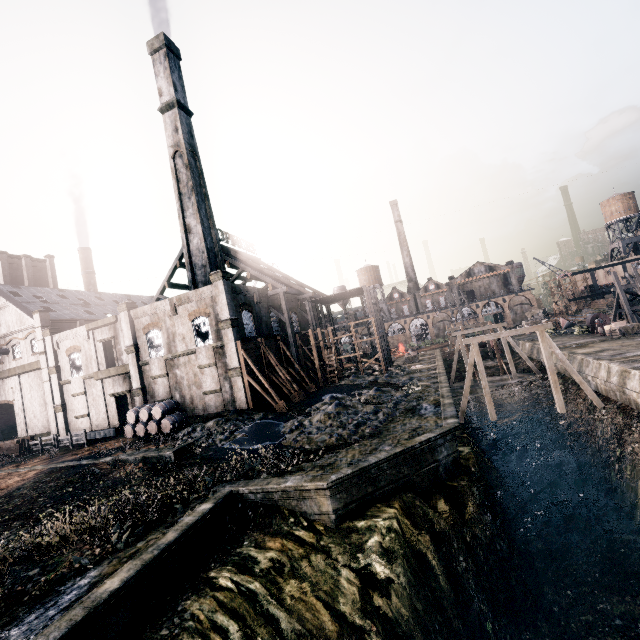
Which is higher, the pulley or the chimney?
the chimney

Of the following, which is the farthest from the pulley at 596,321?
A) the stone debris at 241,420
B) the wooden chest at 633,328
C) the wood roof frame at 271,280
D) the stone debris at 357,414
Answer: the stone debris at 241,420

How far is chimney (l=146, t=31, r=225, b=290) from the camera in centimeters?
3559cm

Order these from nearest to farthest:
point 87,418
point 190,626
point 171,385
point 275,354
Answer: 1. point 190,626
2. point 171,385
3. point 275,354
4. point 87,418

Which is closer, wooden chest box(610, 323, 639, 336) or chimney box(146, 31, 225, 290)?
wooden chest box(610, 323, 639, 336)

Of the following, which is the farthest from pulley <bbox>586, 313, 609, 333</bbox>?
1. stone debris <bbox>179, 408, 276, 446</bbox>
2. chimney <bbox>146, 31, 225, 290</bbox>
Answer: chimney <bbox>146, 31, 225, 290</bbox>

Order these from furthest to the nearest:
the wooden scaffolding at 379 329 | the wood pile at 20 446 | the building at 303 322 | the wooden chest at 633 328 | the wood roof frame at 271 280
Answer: the building at 303 322
the wooden scaffolding at 379 329
the wood roof frame at 271 280
the wood pile at 20 446
the wooden chest at 633 328

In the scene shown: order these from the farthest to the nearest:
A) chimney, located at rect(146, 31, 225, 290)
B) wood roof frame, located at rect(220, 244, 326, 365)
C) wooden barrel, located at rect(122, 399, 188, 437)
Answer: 1. wood roof frame, located at rect(220, 244, 326, 365)
2. chimney, located at rect(146, 31, 225, 290)
3. wooden barrel, located at rect(122, 399, 188, 437)
